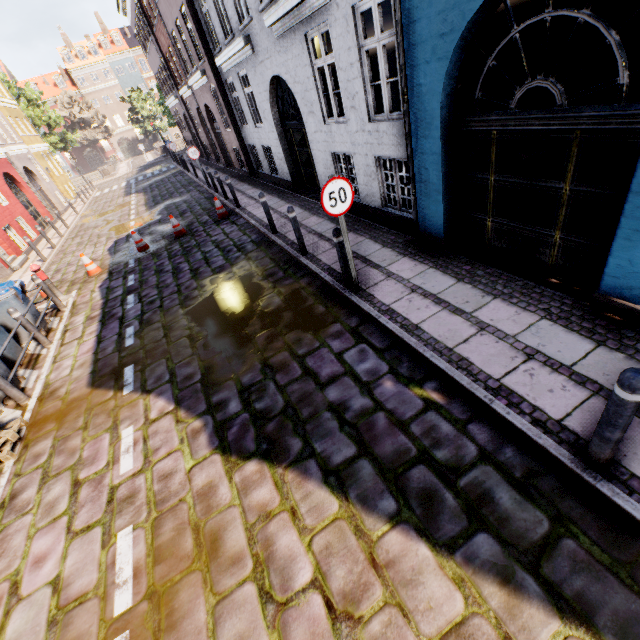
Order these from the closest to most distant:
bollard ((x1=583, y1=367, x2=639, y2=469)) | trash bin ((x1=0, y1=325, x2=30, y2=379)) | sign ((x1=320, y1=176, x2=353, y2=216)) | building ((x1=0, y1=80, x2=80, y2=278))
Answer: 1. bollard ((x1=583, y1=367, x2=639, y2=469))
2. sign ((x1=320, y1=176, x2=353, y2=216))
3. trash bin ((x1=0, y1=325, x2=30, y2=379))
4. building ((x1=0, y1=80, x2=80, y2=278))

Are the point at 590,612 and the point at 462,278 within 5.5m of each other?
yes

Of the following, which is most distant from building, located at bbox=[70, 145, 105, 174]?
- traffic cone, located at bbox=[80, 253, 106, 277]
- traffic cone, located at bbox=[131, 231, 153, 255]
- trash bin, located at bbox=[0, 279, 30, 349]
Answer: traffic cone, located at bbox=[131, 231, 153, 255]

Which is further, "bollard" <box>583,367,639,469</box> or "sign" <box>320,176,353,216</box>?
"sign" <box>320,176,353,216</box>

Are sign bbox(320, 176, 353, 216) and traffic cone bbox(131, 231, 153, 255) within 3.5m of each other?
no

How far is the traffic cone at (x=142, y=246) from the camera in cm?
1085

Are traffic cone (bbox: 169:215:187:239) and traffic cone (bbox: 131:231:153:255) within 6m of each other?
yes

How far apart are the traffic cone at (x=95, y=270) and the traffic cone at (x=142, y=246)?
1.0m
